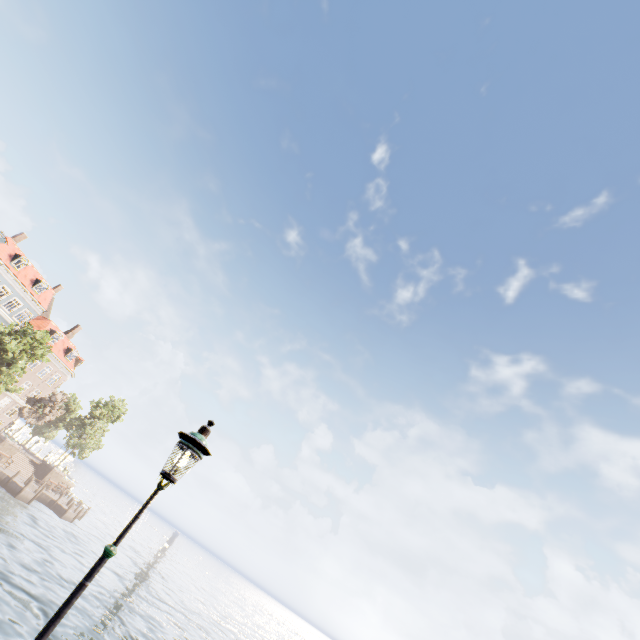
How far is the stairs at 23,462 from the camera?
36.4m

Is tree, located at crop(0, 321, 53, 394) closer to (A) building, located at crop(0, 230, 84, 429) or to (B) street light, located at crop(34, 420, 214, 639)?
(A) building, located at crop(0, 230, 84, 429)

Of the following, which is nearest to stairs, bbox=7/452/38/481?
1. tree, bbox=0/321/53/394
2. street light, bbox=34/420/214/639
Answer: tree, bbox=0/321/53/394

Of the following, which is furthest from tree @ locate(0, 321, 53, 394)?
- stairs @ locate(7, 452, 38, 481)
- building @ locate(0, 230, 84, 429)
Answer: stairs @ locate(7, 452, 38, 481)

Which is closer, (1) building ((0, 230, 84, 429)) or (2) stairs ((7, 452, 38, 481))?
(2) stairs ((7, 452, 38, 481))

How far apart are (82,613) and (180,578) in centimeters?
4830cm

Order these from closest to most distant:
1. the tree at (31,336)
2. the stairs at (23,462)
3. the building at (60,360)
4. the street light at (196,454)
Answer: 1. the street light at (196,454)
2. the tree at (31,336)
3. the stairs at (23,462)
4. the building at (60,360)

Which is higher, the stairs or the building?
the building
